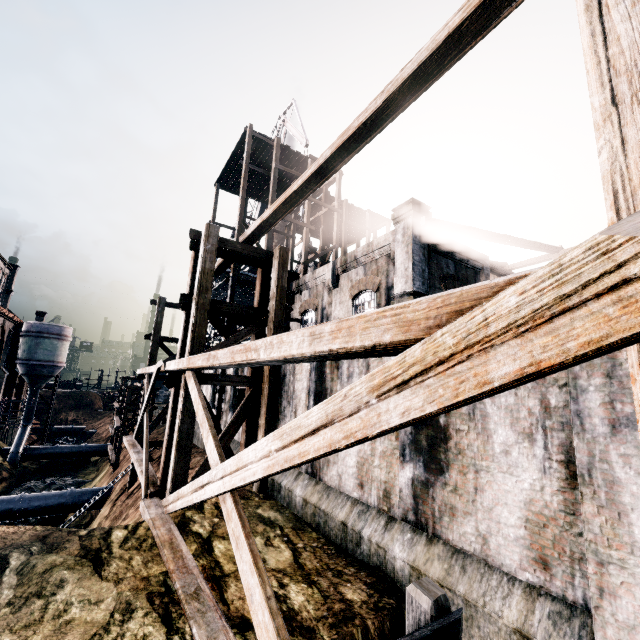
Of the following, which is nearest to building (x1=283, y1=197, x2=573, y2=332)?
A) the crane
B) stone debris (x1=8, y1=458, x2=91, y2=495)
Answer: the crane

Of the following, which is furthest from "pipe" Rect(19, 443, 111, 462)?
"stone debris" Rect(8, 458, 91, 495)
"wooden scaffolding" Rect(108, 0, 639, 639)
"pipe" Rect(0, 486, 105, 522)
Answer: "wooden scaffolding" Rect(108, 0, 639, 639)

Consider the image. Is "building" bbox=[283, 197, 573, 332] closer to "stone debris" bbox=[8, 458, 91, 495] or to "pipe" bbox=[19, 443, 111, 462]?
"pipe" bbox=[19, 443, 111, 462]

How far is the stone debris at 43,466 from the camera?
31.7 meters

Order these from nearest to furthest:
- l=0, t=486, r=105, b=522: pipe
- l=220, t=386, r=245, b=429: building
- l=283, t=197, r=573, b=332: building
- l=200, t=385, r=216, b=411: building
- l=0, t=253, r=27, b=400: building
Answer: l=283, t=197, r=573, b=332: building, l=220, t=386, r=245, b=429: building, l=200, t=385, r=216, b=411: building, l=0, t=486, r=105, b=522: pipe, l=0, t=253, r=27, b=400: building

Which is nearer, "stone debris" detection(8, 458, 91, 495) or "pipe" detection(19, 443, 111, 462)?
"stone debris" detection(8, 458, 91, 495)

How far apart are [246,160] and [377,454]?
22.1m

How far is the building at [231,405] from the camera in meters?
18.3
